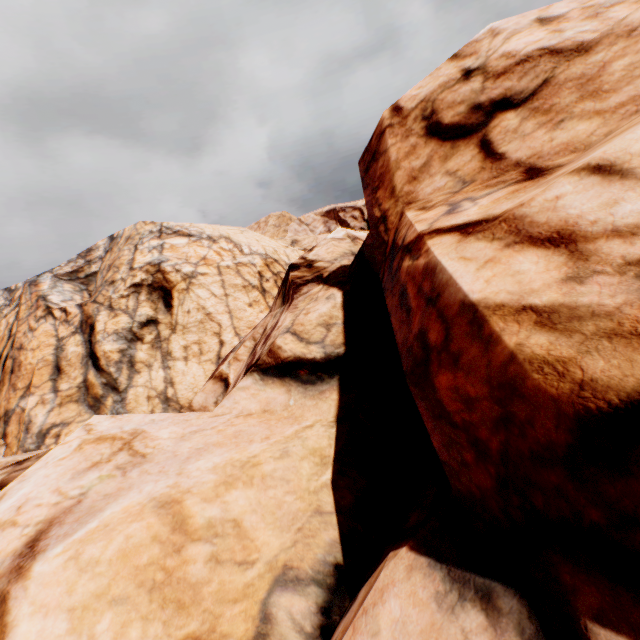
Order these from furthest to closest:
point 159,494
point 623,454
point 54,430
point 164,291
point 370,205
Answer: point 164,291, point 54,430, point 370,205, point 159,494, point 623,454
